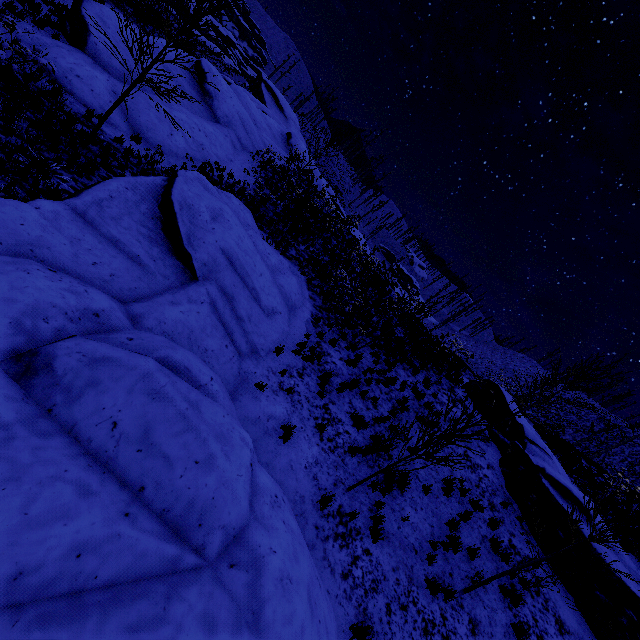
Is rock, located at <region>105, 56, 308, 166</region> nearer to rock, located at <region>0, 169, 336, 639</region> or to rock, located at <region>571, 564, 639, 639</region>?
rock, located at <region>0, 169, 336, 639</region>

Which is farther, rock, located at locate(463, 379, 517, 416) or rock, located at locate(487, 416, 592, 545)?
rock, located at locate(463, 379, 517, 416)

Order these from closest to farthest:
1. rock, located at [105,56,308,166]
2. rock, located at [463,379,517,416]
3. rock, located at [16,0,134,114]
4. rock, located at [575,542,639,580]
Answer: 1. rock, located at [575,542,639,580]
2. rock, located at [16,0,134,114]
3. rock, located at [105,56,308,166]
4. rock, located at [463,379,517,416]

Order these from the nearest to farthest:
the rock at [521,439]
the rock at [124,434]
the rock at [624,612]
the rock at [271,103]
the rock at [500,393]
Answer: the rock at [124,434] → the rock at [624,612] → the rock at [521,439] → the rock at [271,103] → the rock at [500,393]

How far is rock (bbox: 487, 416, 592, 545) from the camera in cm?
1048

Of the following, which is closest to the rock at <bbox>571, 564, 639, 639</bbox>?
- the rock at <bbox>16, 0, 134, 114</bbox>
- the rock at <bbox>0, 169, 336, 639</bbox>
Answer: the rock at <bbox>0, 169, 336, 639</bbox>

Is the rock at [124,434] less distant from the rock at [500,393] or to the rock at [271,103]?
the rock at [271,103]

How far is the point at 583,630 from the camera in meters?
8.5 m
